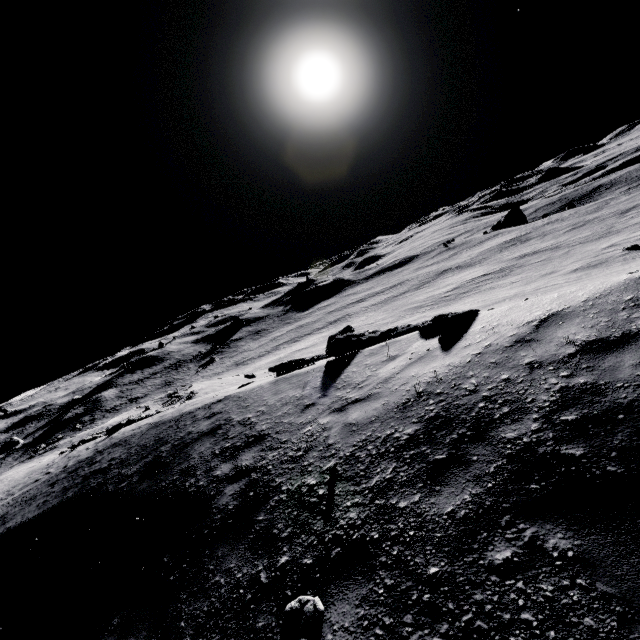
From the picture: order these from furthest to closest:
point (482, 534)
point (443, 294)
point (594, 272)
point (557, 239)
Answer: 1. point (557, 239)
2. point (443, 294)
3. point (594, 272)
4. point (482, 534)
